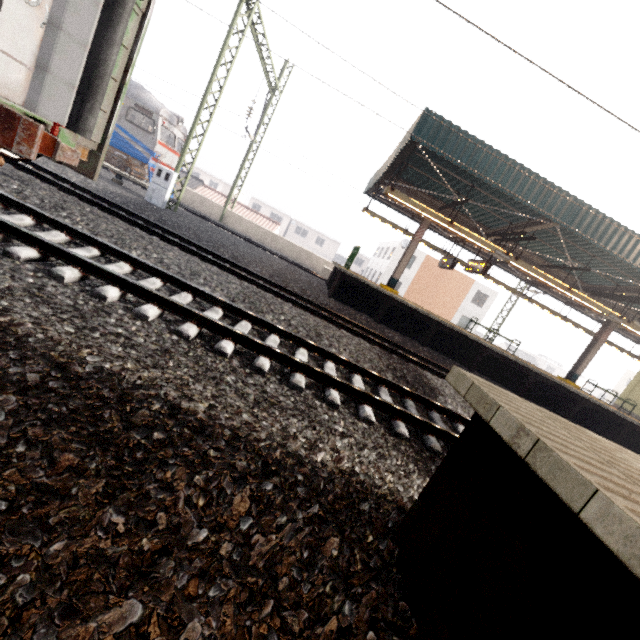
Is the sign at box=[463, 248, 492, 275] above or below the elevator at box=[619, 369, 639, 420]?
above

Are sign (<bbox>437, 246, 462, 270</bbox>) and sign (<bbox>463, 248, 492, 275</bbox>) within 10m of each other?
yes

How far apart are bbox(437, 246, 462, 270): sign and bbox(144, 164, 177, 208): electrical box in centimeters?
1212cm

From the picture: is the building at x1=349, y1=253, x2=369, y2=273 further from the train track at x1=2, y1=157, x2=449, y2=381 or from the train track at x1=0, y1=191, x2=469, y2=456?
the train track at x1=0, y1=191, x2=469, y2=456

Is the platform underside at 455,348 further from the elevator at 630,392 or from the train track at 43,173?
the elevator at 630,392

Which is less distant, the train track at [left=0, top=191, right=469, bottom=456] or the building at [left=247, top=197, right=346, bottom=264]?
the train track at [left=0, top=191, right=469, bottom=456]

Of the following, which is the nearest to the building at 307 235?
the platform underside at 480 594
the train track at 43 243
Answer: the train track at 43 243

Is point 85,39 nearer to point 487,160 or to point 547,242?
point 487,160
